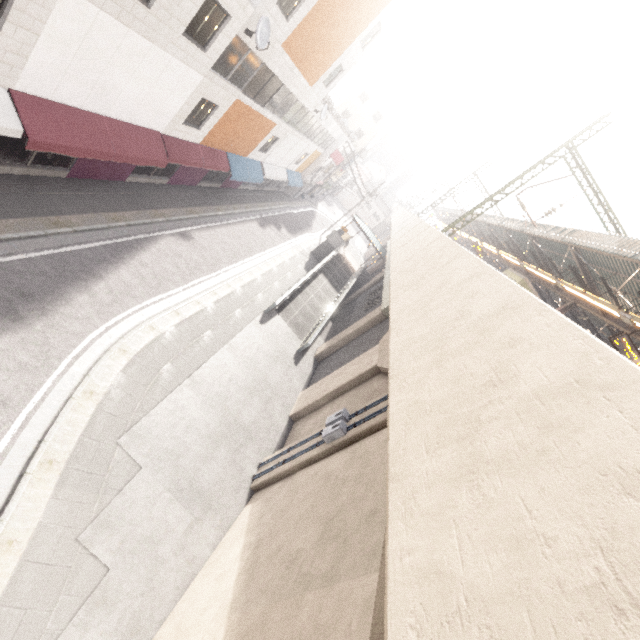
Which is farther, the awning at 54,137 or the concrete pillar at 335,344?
the concrete pillar at 335,344

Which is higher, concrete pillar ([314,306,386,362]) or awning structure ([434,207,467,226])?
awning structure ([434,207,467,226])

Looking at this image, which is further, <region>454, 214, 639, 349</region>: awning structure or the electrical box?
<region>454, 214, 639, 349</region>: awning structure

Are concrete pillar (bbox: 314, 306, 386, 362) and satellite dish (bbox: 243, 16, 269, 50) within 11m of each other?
no

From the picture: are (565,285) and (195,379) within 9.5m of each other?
no

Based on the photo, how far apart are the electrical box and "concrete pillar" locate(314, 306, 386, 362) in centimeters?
940cm

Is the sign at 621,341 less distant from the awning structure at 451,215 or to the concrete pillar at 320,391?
the awning structure at 451,215

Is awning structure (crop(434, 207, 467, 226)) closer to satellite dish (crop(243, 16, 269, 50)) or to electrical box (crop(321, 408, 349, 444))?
electrical box (crop(321, 408, 349, 444))
